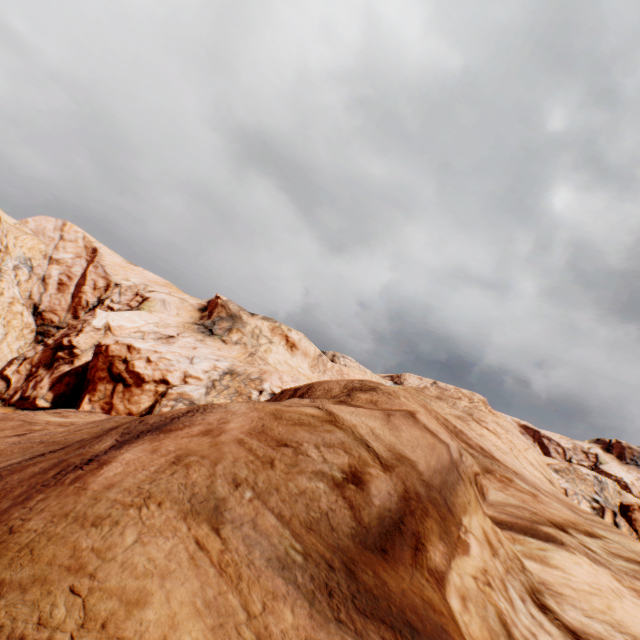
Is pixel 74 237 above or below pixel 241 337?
above
